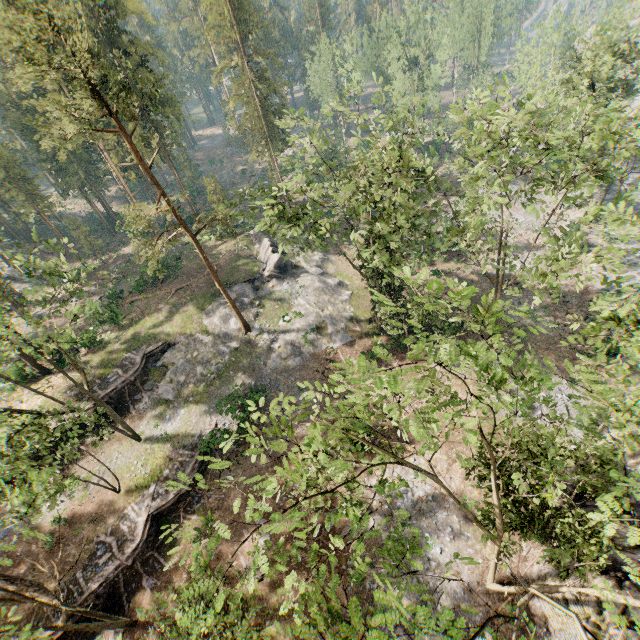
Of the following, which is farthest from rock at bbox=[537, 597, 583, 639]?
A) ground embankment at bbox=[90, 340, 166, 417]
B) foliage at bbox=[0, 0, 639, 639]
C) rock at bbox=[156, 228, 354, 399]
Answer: ground embankment at bbox=[90, 340, 166, 417]

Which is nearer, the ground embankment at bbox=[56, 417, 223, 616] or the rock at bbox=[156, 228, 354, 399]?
the ground embankment at bbox=[56, 417, 223, 616]

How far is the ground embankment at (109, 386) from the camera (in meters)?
28.12

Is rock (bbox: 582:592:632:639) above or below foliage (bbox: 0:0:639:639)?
below

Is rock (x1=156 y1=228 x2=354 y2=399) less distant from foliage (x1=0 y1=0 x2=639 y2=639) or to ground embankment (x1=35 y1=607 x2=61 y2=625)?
foliage (x1=0 y1=0 x2=639 y2=639)

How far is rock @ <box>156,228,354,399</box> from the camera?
30.1m

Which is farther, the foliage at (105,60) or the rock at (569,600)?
the rock at (569,600)

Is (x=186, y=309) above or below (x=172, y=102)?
below
